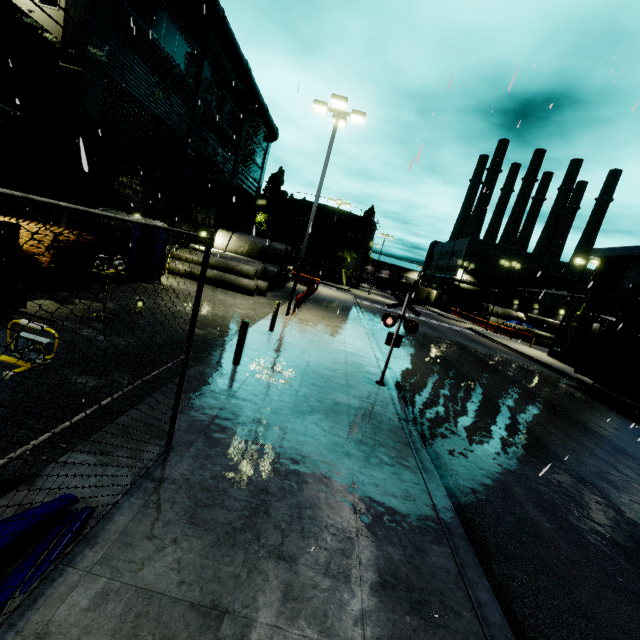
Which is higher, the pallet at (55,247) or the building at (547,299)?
the building at (547,299)

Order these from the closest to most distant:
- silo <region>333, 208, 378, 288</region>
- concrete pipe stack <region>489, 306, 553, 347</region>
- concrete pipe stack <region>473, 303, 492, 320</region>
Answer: concrete pipe stack <region>489, 306, 553, 347</region> < concrete pipe stack <region>473, 303, 492, 320</region> < silo <region>333, 208, 378, 288</region>

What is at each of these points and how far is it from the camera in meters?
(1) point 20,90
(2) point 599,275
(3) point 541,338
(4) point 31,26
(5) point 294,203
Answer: (1) building, 11.9 m
(2) tree, 28.1 m
(3) concrete pipe stack, 44.8 m
(4) balcony, 9.8 m
(5) silo, 54.8 m

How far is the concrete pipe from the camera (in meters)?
19.80

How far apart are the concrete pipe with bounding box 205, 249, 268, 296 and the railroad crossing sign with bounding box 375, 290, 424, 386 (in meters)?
11.85

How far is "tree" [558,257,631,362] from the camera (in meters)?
27.03

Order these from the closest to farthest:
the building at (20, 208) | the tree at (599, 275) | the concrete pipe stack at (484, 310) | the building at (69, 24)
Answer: the building at (20, 208) < the building at (69, 24) < the tree at (599, 275) < the concrete pipe stack at (484, 310)

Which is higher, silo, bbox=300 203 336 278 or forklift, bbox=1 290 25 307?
silo, bbox=300 203 336 278
